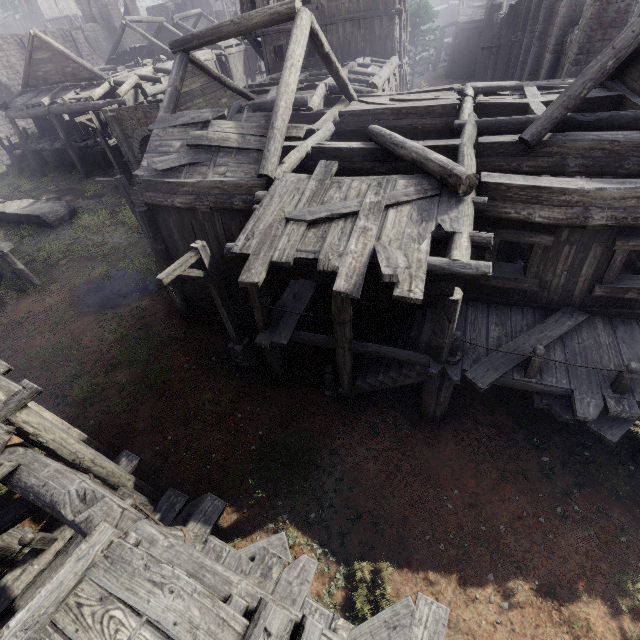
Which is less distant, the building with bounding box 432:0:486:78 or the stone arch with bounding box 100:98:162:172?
the stone arch with bounding box 100:98:162:172

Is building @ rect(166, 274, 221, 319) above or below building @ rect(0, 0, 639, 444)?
below

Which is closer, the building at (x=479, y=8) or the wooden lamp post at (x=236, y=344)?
the wooden lamp post at (x=236, y=344)

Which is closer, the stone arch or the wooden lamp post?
the wooden lamp post

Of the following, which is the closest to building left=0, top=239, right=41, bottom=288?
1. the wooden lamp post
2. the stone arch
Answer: the stone arch

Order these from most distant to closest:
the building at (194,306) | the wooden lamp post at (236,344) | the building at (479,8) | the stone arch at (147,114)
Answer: the building at (479,8)
the stone arch at (147,114)
the building at (194,306)
the wooden lamp post at (236,344)

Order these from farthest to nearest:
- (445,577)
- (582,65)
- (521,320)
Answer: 1. (582,65)
2. (521,320)
3. (445,577)
